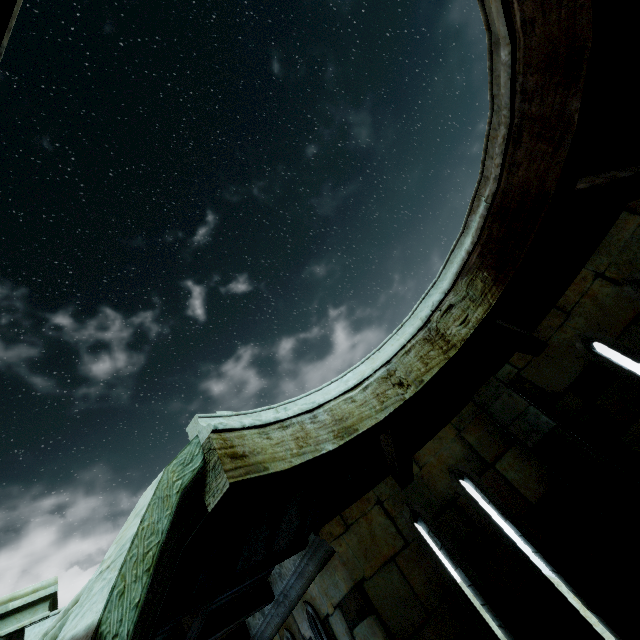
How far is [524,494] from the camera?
4.4m
